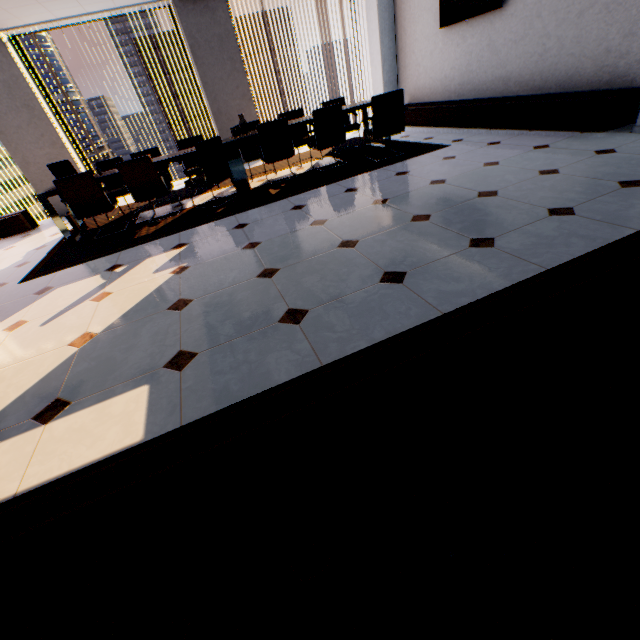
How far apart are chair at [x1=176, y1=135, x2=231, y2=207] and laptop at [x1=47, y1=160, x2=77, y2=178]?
0.6m

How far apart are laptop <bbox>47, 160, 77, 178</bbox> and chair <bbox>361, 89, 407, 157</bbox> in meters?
4.3 m

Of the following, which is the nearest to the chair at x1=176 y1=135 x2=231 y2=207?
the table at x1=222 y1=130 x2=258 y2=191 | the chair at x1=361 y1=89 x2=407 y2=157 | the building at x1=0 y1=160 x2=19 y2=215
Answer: the table at x1=222 y1=130 x2=258 y2=191

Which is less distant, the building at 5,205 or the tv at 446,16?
the tv at 446,16

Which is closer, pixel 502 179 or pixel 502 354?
pixel 502 354

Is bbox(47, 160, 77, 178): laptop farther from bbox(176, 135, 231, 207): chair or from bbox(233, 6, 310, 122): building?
bbox(233, 6, 310, 122): building

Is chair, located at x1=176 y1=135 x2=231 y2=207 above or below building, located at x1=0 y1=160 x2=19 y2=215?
above

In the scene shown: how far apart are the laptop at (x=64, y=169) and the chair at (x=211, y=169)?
0.61m
